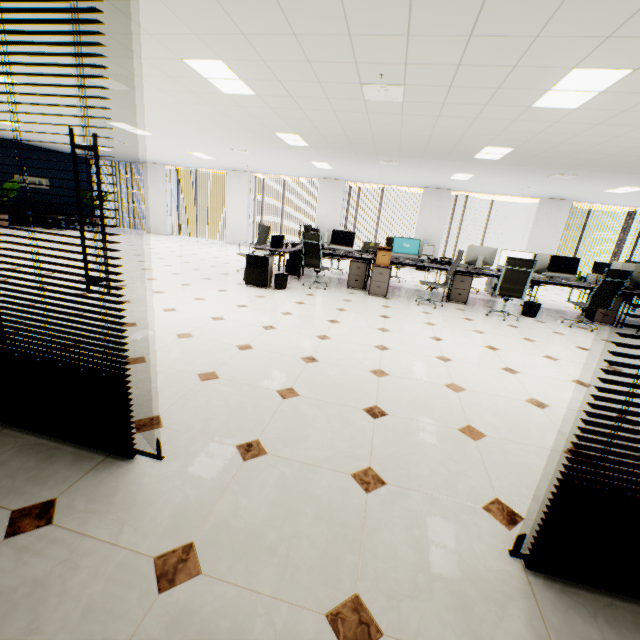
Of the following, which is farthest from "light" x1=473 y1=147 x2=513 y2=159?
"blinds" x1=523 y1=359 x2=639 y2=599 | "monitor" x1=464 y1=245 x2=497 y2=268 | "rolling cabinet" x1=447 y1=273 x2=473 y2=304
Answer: "blinds" x1=523 y1=359 x2=639 y2=599

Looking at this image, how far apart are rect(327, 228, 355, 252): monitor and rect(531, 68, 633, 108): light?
4.1 meters

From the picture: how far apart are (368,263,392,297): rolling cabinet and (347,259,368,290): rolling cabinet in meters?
0.1 m

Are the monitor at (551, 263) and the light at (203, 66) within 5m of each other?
no

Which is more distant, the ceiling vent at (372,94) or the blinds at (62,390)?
the ceiling vent at (372,94)

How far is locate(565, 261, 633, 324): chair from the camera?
5.5m

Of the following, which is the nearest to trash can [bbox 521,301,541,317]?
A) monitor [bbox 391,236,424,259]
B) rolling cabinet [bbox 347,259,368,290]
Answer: monitor [bbox 391,236,424,259]

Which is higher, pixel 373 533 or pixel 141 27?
pixel 141 27
